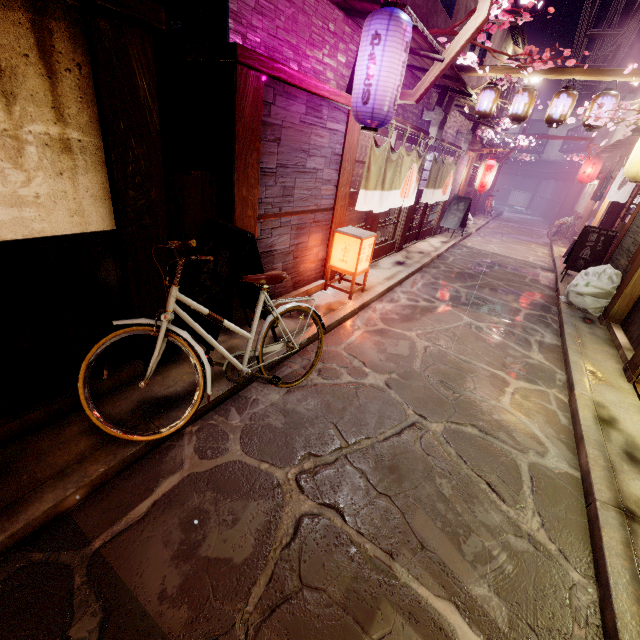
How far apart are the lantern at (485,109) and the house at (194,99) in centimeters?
1355cm

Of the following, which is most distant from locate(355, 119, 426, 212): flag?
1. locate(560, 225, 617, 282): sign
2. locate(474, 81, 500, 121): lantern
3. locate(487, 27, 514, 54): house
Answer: locate(560, 225, 617, 282): sign

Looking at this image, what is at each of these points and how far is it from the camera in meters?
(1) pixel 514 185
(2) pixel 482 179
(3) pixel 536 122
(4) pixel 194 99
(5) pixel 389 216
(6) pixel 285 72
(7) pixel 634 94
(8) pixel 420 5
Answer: (1) foundation, 59.0
(2) lantern, 22.4
(3) house, 58.9
(4) house, 6.4
(5) blind, 15.1
(6) wood bar, 6.2
(7) house, 31.4
(8) house, 10.2

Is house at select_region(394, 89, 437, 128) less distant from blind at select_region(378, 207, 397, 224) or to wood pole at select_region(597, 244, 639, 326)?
blind at select_region(378, 207, 397, 224)

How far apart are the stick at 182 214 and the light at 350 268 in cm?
405

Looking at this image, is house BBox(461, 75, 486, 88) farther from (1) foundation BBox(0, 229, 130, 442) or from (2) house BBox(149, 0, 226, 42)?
(1) foundation BBox(0, 229, 130, 442)

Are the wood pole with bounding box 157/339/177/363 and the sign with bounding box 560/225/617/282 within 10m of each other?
no

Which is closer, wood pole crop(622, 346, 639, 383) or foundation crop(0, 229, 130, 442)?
foundation crop(0, 229, 130, 442)
